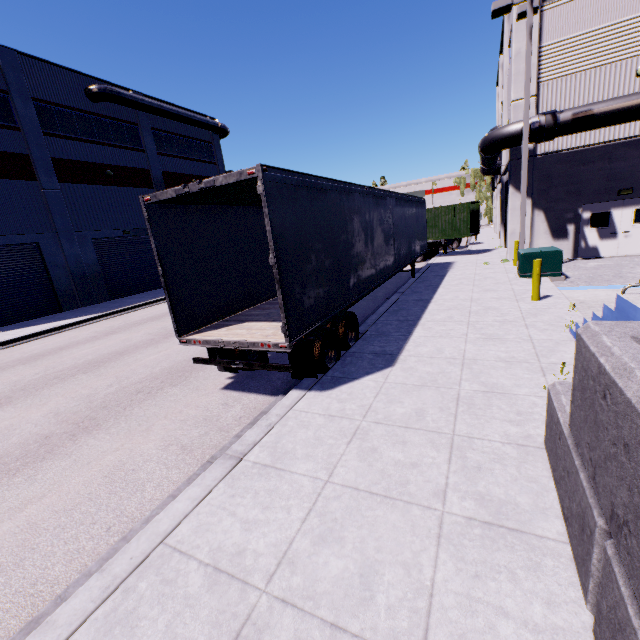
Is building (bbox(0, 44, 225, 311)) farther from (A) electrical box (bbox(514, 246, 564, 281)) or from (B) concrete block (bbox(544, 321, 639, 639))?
(A) electrical box (bbox(514, 246, 564, 281))

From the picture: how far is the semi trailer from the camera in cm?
527

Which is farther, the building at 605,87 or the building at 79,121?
the building at 79,121

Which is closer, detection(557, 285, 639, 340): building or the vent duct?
detection(557, 285, 639, 340): building

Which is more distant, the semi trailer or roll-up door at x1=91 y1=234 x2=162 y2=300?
roll-up door at x1=91 y1=234 x2=162 y2=300

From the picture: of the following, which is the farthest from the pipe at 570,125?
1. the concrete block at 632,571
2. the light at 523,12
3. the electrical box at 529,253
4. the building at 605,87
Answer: the concrete block at 632,571

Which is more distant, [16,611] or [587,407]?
[16,611]

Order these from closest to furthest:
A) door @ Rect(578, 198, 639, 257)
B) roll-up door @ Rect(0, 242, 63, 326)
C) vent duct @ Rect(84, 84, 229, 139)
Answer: door @ Rect(578, 198, 639, 257)
roll-up door @ Rect(0, 242, 63, 326)
vent duct @ Rect(84, 84, 229, 139)
